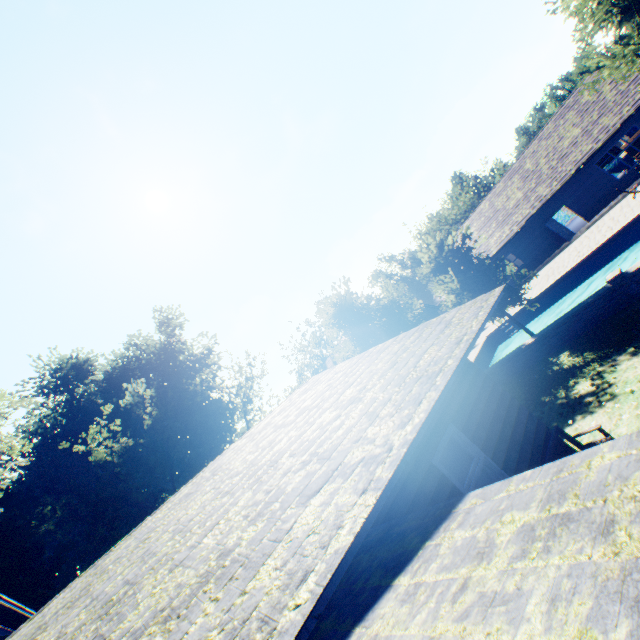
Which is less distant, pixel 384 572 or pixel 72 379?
pixel 384 572

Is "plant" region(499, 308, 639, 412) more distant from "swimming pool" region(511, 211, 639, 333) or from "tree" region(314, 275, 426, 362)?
"swimming pool" region(511, 211, 639, 333)

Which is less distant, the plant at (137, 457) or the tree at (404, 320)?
the tree at (404, 320)

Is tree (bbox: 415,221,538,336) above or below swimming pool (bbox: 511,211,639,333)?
above

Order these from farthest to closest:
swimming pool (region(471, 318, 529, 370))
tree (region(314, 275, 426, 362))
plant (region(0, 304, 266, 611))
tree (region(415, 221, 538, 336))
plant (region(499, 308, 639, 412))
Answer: plant (region(0, 304, 266, 611)), swimming pool (region(471, 318, 529, 370)), tree (region(314, 275, 426, 362)), tree (region(415, 221, 538, 336)), plant (region(499, 308, 639, 412))

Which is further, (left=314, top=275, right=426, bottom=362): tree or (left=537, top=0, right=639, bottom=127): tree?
(left=314, top=275, right=426, bottom=362): tree

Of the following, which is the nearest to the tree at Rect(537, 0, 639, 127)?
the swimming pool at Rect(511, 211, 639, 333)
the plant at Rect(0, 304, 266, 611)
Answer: the swimming pool at Rect(511, 211, 639, 333)

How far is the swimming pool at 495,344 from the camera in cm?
2123
